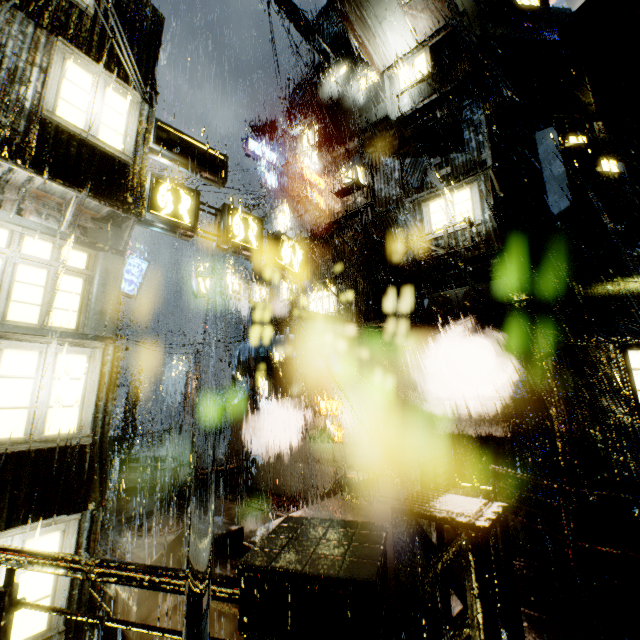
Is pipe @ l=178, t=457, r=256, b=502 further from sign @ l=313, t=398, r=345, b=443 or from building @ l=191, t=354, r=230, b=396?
sign @ l=313, t=398, r=345, b=443

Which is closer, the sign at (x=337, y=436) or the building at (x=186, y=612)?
the building at (x=186, y=612)

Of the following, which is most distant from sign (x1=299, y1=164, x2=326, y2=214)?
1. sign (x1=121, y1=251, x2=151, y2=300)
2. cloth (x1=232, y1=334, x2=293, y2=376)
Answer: sign (x1=121, y1=251, x2=151, y2=300)

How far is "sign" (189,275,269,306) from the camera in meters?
19.6 m

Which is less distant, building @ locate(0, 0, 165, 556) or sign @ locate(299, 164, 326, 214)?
building @ locate(0, 0, 165, 556)

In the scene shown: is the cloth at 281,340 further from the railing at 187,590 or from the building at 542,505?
the railing at 187,590

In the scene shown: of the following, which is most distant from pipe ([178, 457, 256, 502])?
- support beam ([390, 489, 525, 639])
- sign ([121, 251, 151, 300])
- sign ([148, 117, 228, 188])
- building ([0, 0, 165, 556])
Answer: support beam ([390, 489, 525, 639])

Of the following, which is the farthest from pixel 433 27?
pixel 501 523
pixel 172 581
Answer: pixel 172 581
